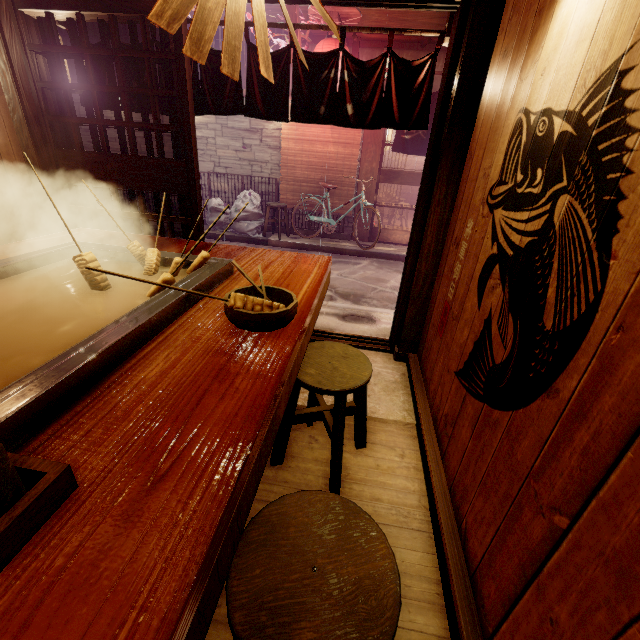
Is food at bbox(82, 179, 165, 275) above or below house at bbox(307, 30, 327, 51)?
below

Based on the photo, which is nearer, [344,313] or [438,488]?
[438,488]

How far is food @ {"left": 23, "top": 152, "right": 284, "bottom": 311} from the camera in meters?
2.1 m

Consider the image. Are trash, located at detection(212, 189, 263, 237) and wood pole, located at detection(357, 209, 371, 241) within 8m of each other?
yes

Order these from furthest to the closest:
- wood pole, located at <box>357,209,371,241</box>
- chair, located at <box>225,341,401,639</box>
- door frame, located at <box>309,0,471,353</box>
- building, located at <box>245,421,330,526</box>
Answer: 1. wood pole, located at <box>357,209,371,241</box>
2. door frame, located at <box>309,0,471,353</box>
3. building, located at <box>245,421,330,526</box>
4. chair, located at <box>225,341,401,639</box>

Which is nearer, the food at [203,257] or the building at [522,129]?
the building at [522,129]

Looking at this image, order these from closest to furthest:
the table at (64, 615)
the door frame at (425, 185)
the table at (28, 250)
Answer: the table at (64, 615), the table at (28, 250), the door frame at (425, 185)

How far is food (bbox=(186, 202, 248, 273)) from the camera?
2.7 meters
